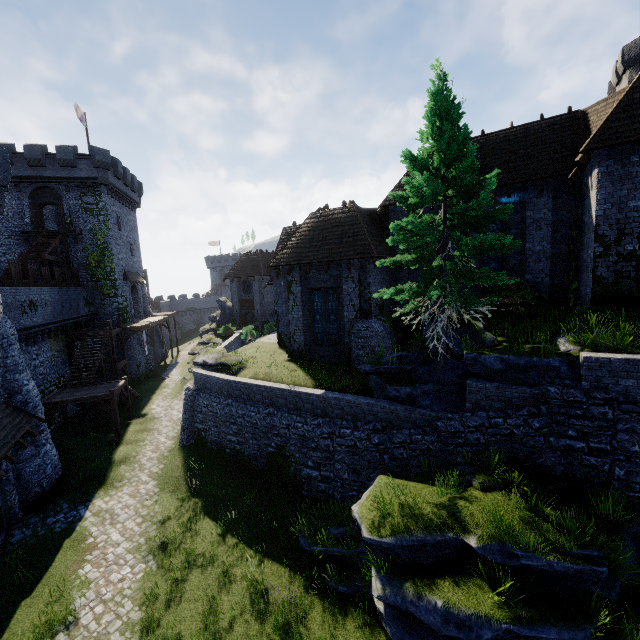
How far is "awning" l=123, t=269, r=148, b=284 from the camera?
34.5m

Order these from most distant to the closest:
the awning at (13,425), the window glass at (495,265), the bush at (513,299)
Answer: the window glass at (495,265) → the bush at (513,299) → the awning at (13,425)

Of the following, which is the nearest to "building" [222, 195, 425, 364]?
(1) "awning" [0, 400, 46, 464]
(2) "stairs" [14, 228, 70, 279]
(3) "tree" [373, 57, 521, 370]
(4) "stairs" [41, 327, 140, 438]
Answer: (3) "tree" [373, 57, 521, 370]

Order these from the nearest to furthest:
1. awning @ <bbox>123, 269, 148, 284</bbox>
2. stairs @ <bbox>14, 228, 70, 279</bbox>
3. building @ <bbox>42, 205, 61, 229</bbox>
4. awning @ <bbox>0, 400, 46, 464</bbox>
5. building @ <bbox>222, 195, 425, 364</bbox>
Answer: awning @ <bbox>0, 400, 46, 464</bbox>
building @ <bbox>222, 195, 425, 364</bbox>
stairs @ <bbox>14, 228, 70, 279</bbox>
awning @ <bbox>123, 269, 148, 284</bbox>
building @ <bbox>42, 205, 61, 229</bbox>

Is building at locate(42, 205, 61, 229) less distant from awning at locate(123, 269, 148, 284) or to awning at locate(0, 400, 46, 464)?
awning at locate(123, 269, 148, 284)

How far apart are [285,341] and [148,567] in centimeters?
1501cm

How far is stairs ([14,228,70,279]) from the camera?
25.66m

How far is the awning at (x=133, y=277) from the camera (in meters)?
34.52
